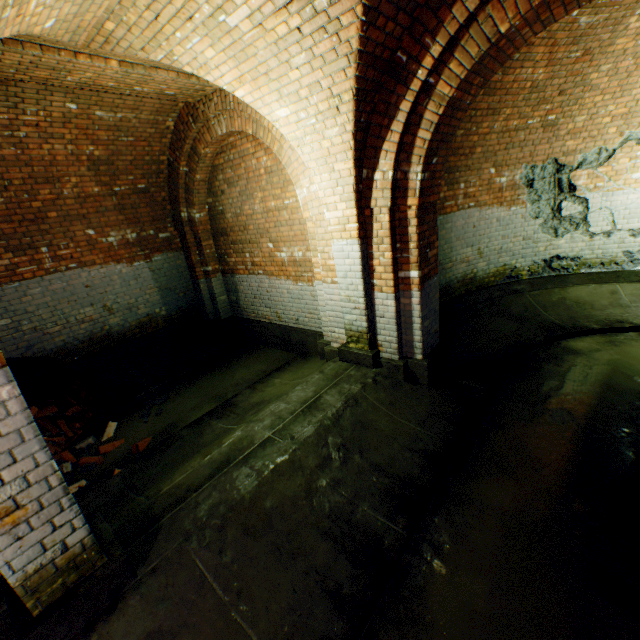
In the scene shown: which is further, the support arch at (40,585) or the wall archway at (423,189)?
the wall archway at (423,189)

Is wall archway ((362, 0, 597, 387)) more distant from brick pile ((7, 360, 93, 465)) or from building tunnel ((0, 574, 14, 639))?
brick pile ((7, 360, 93, 465))

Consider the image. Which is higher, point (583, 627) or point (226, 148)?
point (226, 148)

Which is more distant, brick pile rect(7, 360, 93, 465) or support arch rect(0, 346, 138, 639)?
brick pile rect(7, 360, 93, 465)

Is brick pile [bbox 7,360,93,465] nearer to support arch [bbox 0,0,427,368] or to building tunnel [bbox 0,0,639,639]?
building tunnel [bbox 0,0,639,639]

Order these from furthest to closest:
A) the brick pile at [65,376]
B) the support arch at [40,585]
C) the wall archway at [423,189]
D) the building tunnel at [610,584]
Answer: the brick pile at [65,376] → the wall archway at [423,189] → the building tunnel at [610,584] → the support arch at [40,585]

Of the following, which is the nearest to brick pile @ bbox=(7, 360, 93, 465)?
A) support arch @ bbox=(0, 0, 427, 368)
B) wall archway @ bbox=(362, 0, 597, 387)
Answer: support arch @ bbox=(0, 0, 427, 368)
